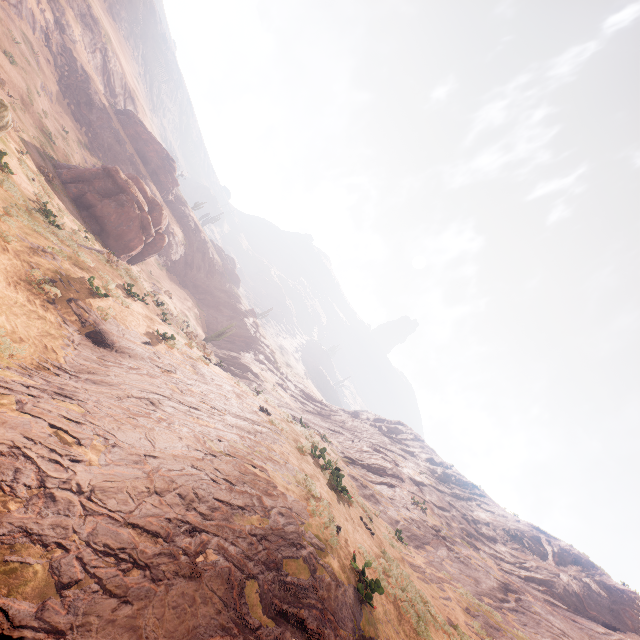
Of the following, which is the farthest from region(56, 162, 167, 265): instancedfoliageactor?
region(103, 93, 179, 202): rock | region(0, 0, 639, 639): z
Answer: region(103, 93, 179, 202): rock

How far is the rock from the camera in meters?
47.5 m

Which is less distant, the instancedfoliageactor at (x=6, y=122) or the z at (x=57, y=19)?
the instancedfoliageactor at (x=6, y=122)

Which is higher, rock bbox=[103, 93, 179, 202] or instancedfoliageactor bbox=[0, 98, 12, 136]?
rock bbox=[103, 93, 179, 202]

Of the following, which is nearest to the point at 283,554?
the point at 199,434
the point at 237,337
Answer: the point at 199,434

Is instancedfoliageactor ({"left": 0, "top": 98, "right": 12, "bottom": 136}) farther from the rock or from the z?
the rock

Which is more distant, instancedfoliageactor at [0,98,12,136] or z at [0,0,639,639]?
z at [0,0,639,639]

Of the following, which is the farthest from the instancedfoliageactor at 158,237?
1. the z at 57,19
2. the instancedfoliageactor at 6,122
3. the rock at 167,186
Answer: the instancedfoliageactor at 6,122
